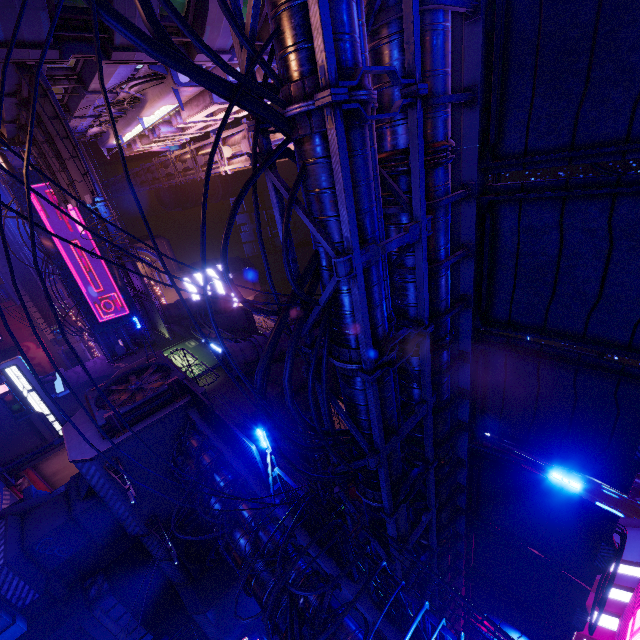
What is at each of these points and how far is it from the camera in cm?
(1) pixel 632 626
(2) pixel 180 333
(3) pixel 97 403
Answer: (1) sign, 1744
(2) wall arch, 3581
(3) vent, 1636

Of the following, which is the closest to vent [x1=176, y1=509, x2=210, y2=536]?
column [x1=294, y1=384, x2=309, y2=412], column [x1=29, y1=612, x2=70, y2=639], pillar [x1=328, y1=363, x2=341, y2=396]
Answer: column [x1=29, y1=612, x2=70, y2=639]

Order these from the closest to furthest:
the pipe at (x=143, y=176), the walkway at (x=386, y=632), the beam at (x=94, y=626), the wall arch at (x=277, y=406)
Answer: the walkway at (x=386, y=632) < the beam at (x=94, y=626) < the wall arch at (x=277, y=406) < the pipe at (x=143, y=176)

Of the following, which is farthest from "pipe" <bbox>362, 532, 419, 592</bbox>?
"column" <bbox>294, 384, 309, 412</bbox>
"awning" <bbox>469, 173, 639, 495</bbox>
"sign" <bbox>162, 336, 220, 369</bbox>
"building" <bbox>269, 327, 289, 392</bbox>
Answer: "sign" <bbox>162, 336, 220, 369</bbox>

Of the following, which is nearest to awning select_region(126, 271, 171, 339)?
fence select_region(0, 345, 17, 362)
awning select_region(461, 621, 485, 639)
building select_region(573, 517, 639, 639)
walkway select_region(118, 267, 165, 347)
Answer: walkway select_region(118, 267, 165, 347)

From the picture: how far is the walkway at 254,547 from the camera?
10.7 meters

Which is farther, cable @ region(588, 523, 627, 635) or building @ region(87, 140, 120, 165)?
building @ region(87, 140, 120, 165)

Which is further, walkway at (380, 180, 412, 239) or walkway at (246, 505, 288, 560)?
walkway at (246, 505, 288, 560)
